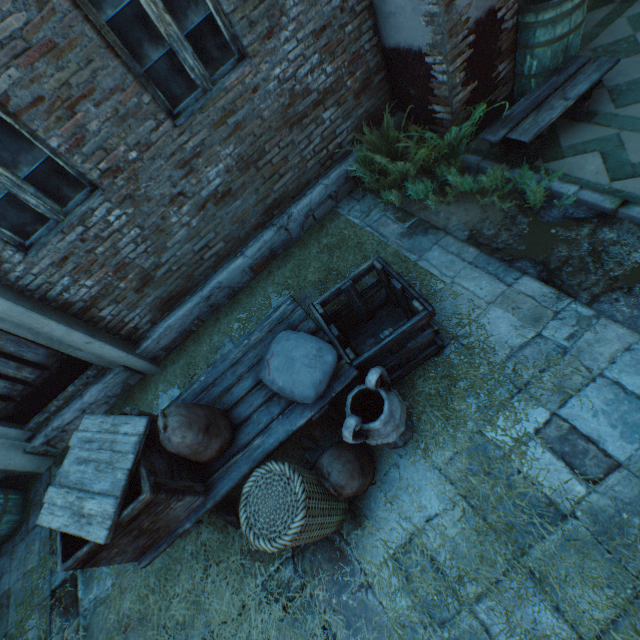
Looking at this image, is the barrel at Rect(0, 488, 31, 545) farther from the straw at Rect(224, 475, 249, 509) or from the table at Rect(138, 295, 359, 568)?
the table at Rect(138, 295, 359, 568)

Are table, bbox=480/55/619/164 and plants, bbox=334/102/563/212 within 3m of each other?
yes

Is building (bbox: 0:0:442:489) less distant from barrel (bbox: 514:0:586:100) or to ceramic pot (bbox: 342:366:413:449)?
barrel (bbox: 514:0:586:100)

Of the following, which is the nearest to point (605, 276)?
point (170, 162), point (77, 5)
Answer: point (170, 162)

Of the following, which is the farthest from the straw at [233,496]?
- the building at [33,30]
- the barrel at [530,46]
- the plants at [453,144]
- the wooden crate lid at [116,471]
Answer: the barrel at [530,46]

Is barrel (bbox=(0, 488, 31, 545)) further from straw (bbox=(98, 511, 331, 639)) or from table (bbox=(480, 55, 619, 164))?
table (bbox=(480, 55, 619, 164))

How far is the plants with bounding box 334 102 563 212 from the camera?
3.4 meters

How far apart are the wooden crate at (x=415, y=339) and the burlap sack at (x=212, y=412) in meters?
1.1 m
